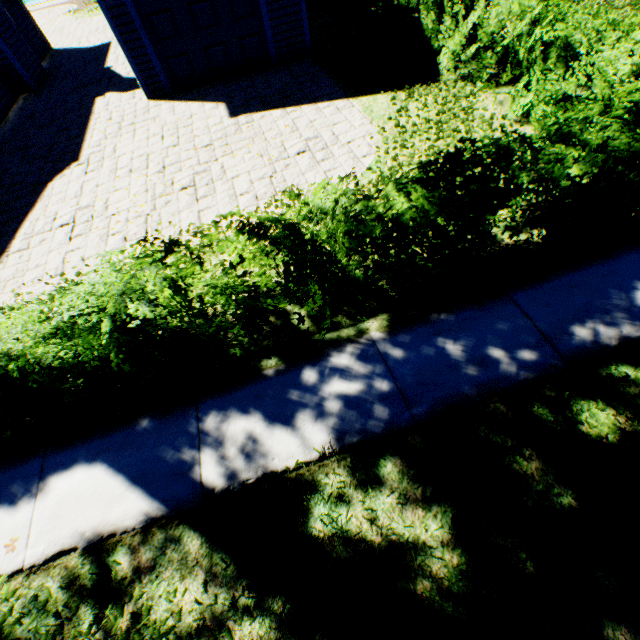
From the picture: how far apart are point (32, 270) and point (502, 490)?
7.8 meters

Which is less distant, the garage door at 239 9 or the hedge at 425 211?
the hedge at 425 211

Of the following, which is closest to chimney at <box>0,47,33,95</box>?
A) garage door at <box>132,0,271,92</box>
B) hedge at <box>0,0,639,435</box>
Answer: garage door at <box>132,0,271,92</box>

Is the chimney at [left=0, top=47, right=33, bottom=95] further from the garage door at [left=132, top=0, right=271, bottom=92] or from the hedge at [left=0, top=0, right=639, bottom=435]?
the hedge at [left=0, top=0, right=639, bottom=435]

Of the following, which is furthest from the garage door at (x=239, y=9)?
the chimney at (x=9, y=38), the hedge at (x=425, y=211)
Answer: the hedge at (x=425, y=211)
